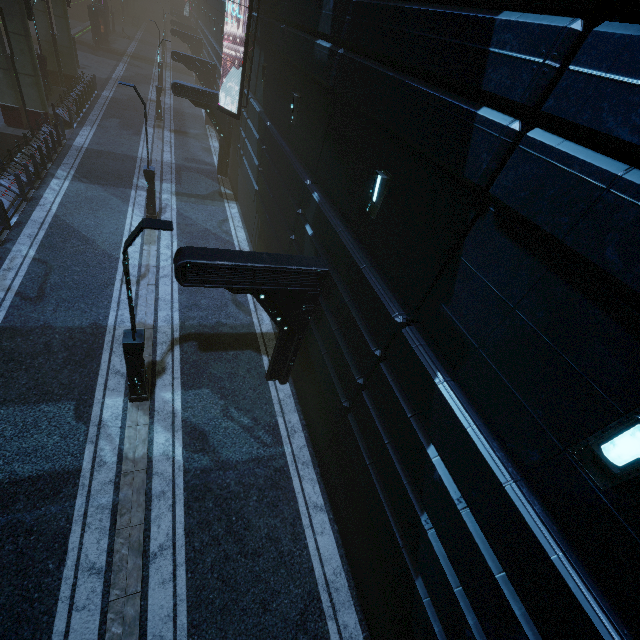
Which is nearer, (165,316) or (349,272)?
(349,272)

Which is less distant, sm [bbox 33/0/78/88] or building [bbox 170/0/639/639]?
building [bbox 170/0/639/639]

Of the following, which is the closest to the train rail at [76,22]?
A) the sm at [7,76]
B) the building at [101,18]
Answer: the building at [101,18]

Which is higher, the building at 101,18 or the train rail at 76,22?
the building at 101,18

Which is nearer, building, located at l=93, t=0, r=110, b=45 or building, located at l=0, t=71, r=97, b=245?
building, located at l=0, t=71, r=97, b=245

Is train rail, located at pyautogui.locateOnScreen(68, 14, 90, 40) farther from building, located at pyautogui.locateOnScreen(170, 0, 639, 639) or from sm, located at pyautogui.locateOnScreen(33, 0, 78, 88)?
sm, located at pyautogui.locateOnScreen(33, 0, 78, 88)

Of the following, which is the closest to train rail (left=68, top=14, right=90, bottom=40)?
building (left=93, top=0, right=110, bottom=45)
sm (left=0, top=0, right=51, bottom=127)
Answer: building (left=93, top=0, right=110, bottom=45)

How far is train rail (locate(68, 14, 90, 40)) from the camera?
46.59m
